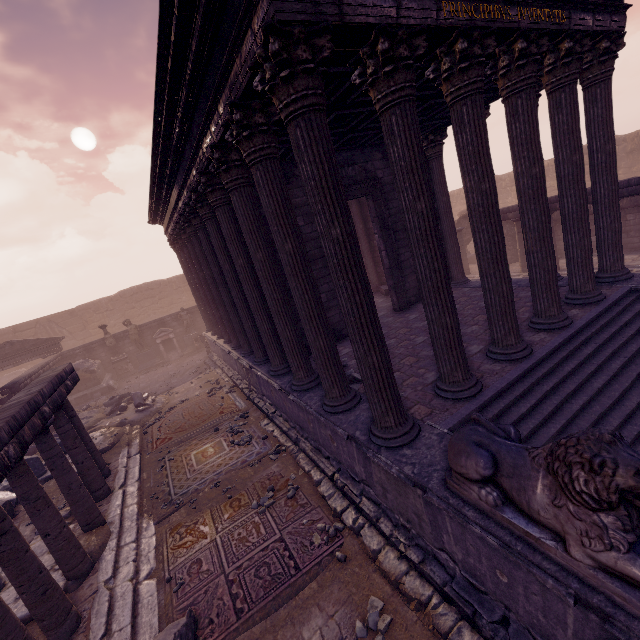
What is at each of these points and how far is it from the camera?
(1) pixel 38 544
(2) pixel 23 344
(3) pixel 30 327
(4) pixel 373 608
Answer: (1) building debris, 6.4 meters
(2) pediment, 18.4 meters
(3) wall arch, 24.6 meters
(4) stone, 4.1 meters

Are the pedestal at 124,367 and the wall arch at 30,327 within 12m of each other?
yes

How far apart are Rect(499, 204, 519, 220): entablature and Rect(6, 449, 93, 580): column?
17.15m

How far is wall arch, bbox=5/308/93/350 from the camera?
24.5 meters

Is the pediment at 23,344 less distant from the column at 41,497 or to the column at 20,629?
the column at 41,497

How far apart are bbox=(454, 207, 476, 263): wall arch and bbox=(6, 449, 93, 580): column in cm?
1954

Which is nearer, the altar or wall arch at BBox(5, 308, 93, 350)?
the altar

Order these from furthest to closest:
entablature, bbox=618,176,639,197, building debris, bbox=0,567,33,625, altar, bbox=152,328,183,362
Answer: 1. altar, bbox=152,328,183,362
2. entablature, bbox=618,176,639,197
3. building debris, bbox=0,567,33,625
